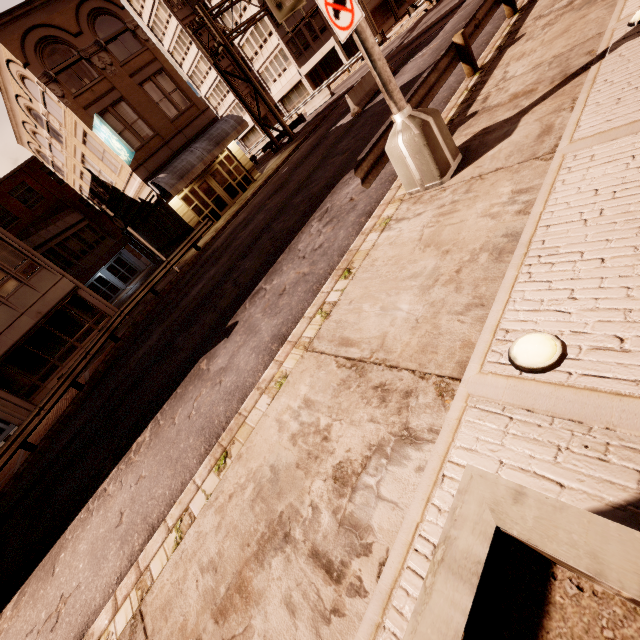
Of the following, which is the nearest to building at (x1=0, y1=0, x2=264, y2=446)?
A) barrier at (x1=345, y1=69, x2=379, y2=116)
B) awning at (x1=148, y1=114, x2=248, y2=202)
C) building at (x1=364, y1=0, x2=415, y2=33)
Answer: awning at (x1=148, y1=114, x2=248, y2=202)

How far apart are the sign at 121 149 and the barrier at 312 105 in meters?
21.6 m

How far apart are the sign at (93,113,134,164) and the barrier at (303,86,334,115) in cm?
2163

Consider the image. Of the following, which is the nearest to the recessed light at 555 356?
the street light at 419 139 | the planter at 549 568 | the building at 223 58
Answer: the planter at 549 568

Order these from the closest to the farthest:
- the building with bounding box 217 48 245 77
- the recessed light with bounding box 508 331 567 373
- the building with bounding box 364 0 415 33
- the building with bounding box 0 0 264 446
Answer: the recessed light with bounding box 508 331 567 373
the building with bounding box 0 0 264 446
the building with bounding box 364 0 415 33
the building with bounding box 217 48 245 77

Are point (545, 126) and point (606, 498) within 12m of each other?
yes

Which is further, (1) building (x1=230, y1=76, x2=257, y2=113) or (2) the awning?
(1) building (x1=230, y1=76, x2=257, y2=113)

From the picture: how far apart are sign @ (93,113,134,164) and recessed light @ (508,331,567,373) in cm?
2116
